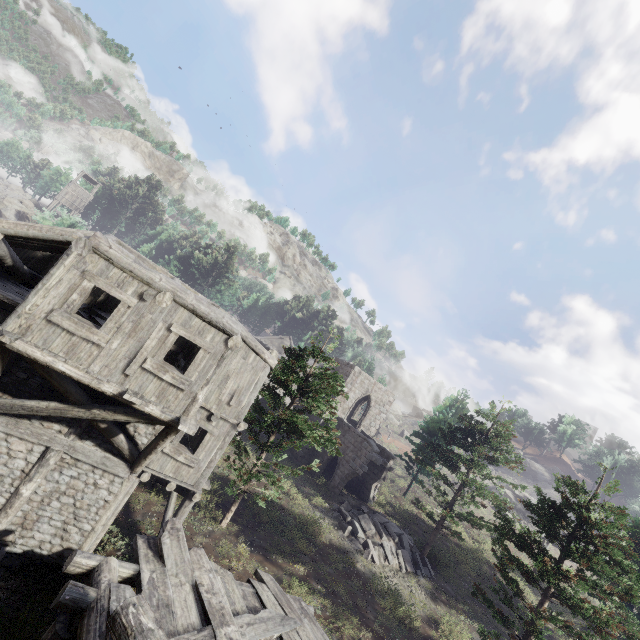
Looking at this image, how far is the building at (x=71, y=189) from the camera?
49.91m

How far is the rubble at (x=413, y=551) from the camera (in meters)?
18.09

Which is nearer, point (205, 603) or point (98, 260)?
point (205, 603)

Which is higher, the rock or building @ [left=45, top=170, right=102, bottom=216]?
building @ [left=45, top=170, right=102, bottom=216]

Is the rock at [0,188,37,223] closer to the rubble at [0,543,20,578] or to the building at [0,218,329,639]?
the building at [0,218,329,639]

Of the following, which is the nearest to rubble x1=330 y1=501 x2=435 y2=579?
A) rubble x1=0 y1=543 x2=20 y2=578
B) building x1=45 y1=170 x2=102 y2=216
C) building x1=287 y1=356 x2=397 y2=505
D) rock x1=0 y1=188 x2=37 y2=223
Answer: building x1=287 y1=356 x2=397 y2=505

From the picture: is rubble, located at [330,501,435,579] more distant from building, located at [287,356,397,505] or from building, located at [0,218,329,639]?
building, located at [0,218,329,639]

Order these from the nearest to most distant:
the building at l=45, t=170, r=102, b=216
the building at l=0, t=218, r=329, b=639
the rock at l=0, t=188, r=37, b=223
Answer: the building at l=0, t=218, r=329, b=639
the rock at l=0, t=188, r=37, b=223
the building at l=45, t=170, r=102, b=216
